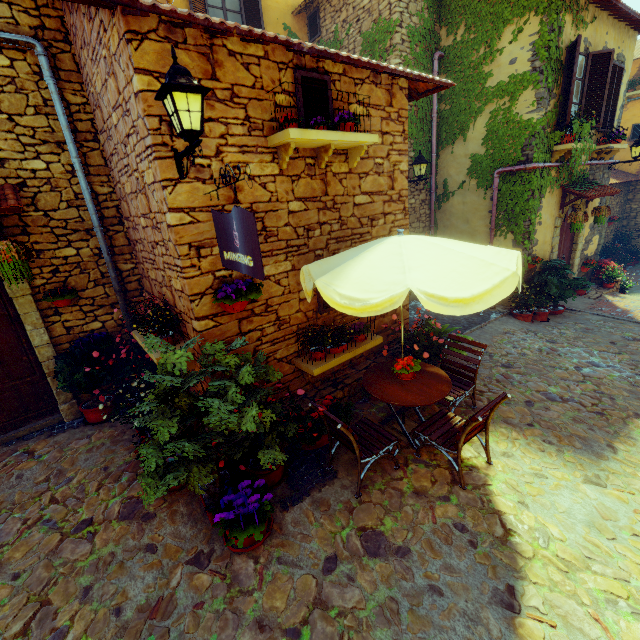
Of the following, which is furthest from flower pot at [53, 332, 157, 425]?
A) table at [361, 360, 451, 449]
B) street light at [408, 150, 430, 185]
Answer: street light at [408, 150, 430, 185]

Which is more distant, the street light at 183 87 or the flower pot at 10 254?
the flower pot at 10 254

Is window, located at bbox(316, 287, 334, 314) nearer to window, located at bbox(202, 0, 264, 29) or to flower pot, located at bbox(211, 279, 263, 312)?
flower pot, located at bbox(211, 279, 263, 312)

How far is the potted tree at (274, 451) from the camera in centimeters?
327cm

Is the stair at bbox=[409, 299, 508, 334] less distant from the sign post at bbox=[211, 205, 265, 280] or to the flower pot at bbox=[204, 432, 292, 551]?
the flower pot at bbox=[204, 432, 292, 551]

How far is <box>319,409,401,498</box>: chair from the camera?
3.58m

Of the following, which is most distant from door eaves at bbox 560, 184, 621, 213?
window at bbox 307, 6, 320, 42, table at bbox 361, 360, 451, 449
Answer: window at bbox 307, 6, 320, 42

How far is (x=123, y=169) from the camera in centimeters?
444cm
